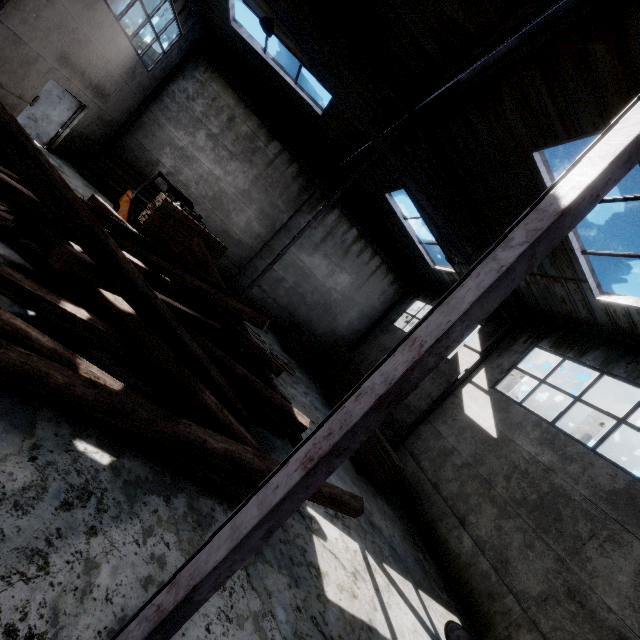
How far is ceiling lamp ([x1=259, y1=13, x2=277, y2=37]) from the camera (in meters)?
7.67

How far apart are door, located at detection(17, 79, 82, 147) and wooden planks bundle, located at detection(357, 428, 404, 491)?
15.21m

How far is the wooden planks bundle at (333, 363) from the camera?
13.5m

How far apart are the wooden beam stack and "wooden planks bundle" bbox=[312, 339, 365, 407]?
1.0m

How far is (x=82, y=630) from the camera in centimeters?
231cm

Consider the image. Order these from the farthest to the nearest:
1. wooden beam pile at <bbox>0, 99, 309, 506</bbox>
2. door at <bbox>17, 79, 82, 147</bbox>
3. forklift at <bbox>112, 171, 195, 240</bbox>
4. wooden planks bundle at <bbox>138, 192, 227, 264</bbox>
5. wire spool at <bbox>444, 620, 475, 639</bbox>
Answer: door at <bbox>17, 79, 82, 147</bbox> → forklift at <bbox>112, 171, 195, 240</bbox> → wooden planks bundle at <bbox>138, 192, 227, 264</bbox> → wire spool at <bbox>444, 620, 475, 639</bbox> → wooden beam pile at <bbox>0, 99, 309, 506</bbox>

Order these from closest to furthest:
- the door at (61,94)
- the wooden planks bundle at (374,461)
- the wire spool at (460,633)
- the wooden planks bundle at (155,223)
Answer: the wire spool at (460,633) → the wooden planks bundle at (155,223) → the wooden planks bundle at (374,461) → the door at (61,94)

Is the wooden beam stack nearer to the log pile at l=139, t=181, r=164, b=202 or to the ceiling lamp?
the log pile at l=139, t=181, r=164, b=202
